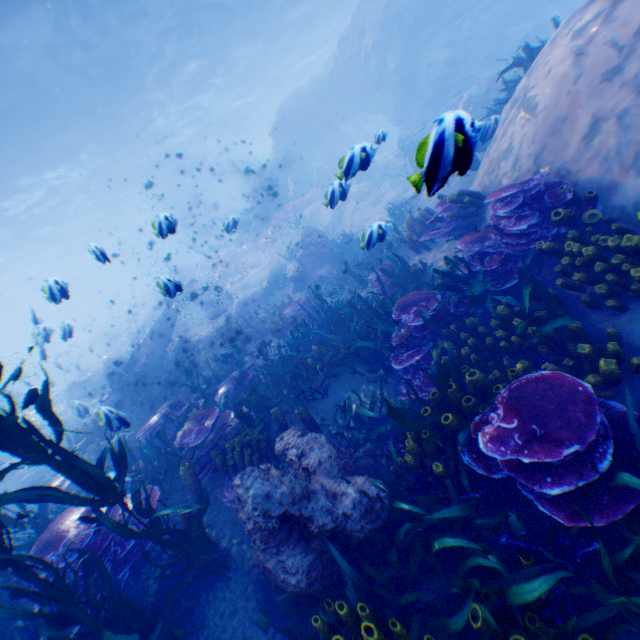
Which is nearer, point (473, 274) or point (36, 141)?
point (473, 274)

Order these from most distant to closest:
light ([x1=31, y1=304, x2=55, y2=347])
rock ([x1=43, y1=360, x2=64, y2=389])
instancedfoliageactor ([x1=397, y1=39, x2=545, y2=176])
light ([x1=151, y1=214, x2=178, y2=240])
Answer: rock ([x1=43, y1=360, x2=64, y2=389]), light ([x1=31, y1=304, x2=55, y2=347]), light ([x1=151, y1=214, x2=178, y2=240]), instancedfoliageactor ([x1=397, y1=39, x2=545, y2=176])

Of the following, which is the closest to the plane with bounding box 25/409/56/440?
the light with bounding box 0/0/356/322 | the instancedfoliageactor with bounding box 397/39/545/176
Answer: the instancedfoliageactor with bounding box 397/39/545/176

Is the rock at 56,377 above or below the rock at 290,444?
above

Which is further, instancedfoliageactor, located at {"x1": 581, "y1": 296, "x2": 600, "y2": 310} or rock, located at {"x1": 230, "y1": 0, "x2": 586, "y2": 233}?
rock, located at {"x1": 230, "y1": 0, "x2": 586, "y2": 233}

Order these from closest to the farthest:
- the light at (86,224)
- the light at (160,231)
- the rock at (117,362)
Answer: the light at (160,231), the light at (86,224), the rock at (117,362)

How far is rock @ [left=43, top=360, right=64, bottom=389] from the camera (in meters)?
10.42
